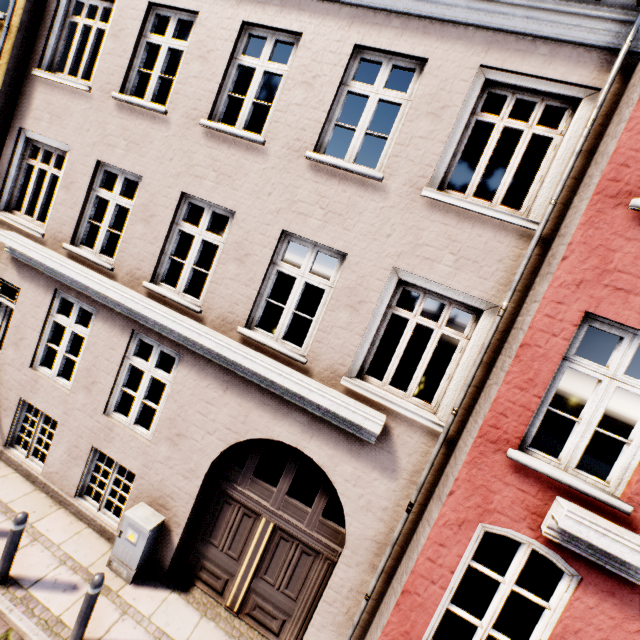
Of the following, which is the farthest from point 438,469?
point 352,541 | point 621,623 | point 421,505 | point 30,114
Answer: point 30,114

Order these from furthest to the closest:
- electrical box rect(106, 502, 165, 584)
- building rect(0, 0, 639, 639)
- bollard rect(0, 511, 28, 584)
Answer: electrical box rect(106, 502, 165, 584) < bollard rect(0, 511, 28, 584) < building rect(0, 0, 639, 639)

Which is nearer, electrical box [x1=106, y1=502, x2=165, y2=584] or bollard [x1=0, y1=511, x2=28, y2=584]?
bollard [x1=0, y1=511, x2=28, y2=584]

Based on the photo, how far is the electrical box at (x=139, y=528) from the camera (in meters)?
5.18

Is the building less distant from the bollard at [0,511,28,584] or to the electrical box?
the electrical box

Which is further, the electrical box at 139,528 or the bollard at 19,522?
the electrical box at 139,528

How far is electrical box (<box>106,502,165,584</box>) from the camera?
5.2 meters

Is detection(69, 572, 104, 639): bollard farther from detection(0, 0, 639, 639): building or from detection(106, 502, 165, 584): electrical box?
detection(0, 0, 639, 639): building
